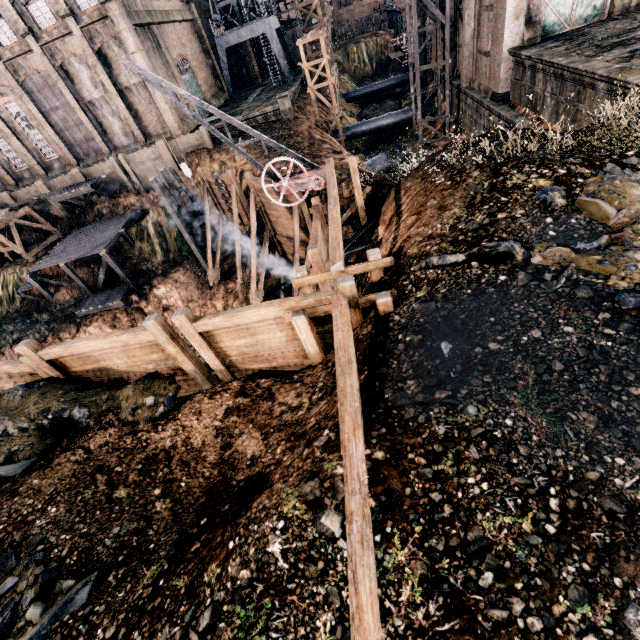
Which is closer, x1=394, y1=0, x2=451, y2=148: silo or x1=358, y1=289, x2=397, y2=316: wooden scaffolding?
x1=358, y1=289, x2=397, y2=316: wooden scaffolding

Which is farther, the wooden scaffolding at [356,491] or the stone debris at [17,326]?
the stone debris at [17,326]

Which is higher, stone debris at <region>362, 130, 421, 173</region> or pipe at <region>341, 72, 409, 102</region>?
pipe at <region>341, 72, 409, 102</region>

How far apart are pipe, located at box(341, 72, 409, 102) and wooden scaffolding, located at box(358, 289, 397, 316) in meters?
57.2

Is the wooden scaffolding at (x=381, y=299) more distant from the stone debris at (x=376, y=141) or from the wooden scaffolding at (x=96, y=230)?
the wooden scaffolding at (x=96, y=230)

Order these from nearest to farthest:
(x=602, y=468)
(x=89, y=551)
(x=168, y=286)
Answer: (x=602, y=468)
(x=89, y=551)
(x=168, y=286)

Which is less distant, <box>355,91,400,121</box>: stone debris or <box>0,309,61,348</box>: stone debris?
<box>0,309,61,348</box>: stone debris

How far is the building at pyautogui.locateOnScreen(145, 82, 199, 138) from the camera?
31.2m
